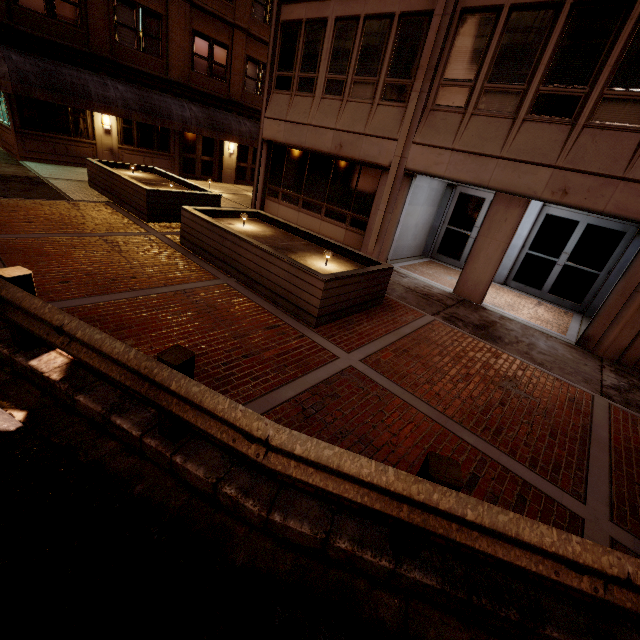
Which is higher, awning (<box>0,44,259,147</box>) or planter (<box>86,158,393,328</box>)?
awning (<box>0,44,259,147</box>)

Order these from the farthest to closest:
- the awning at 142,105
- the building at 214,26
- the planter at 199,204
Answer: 1. the awning at 142,105
2. the building at 214,26
3. the planter at 199,204

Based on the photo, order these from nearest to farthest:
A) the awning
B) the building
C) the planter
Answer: the planter, the building, the awning

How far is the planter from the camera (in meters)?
6.08

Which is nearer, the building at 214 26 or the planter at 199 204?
the planter at 199 204

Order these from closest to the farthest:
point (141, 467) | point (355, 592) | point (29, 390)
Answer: point (355, 592) < point (141, 467) < point (29, 390)

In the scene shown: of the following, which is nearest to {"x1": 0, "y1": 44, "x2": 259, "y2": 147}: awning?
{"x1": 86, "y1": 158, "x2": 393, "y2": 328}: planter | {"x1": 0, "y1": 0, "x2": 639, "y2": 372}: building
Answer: {"x1": 0, "y1": 0, "x2": 639, "y2": 372}: building
